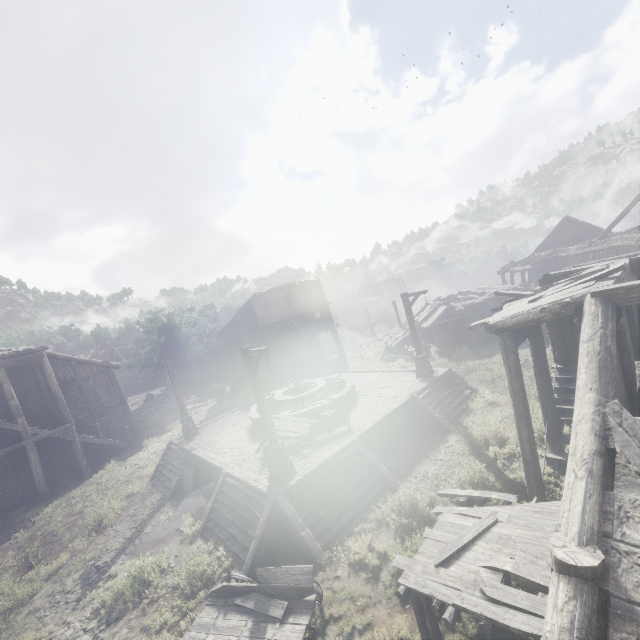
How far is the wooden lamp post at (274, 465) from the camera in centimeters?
1085cm

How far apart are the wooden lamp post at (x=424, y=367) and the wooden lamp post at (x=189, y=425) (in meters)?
13.03

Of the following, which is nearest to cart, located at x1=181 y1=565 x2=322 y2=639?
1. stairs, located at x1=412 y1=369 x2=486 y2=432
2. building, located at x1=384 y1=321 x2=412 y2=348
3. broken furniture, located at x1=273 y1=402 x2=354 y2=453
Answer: stairs, located at x1=412 y1=369 x2=486 y2=432

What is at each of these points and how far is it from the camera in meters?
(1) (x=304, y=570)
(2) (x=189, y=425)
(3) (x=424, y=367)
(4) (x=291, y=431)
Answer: (1) cart, 7.6 m
(2) wooden lamp post, 18.8 m
(3) wooden lamp post, 17.5 m
(4) broken furniture, 13.9 m

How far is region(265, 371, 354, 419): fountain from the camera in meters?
15.7 m

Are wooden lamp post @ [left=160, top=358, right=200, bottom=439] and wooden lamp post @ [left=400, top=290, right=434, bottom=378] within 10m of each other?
no

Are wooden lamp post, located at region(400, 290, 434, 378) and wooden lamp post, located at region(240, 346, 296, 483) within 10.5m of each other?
yes

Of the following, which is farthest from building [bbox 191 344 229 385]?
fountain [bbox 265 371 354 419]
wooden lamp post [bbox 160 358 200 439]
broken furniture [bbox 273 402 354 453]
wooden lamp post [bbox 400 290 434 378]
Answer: fountain [bbox 265 371 354 419]
